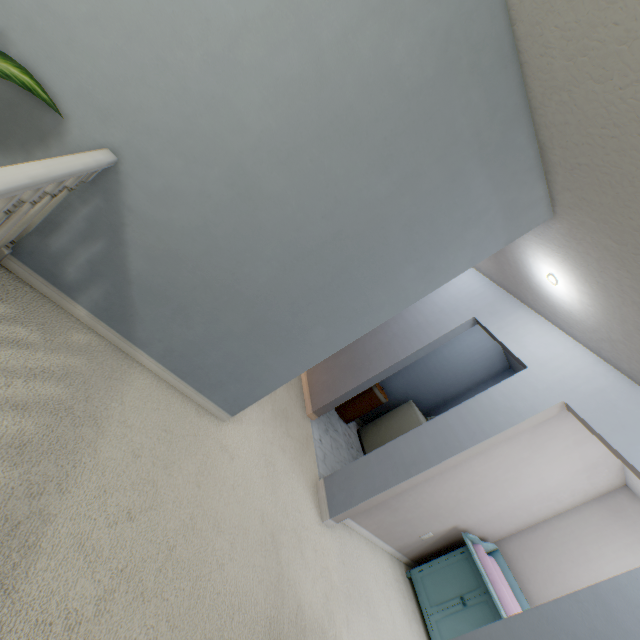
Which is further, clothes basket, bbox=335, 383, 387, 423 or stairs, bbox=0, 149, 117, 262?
clothes basket, bbox=335, 383, 387, 423

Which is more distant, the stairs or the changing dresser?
the changing dresser

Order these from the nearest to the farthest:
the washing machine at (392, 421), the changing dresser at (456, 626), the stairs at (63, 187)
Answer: the stairs at (63, 187)
the changing dresser at (456, 626)
the washing machine at (392, 421)

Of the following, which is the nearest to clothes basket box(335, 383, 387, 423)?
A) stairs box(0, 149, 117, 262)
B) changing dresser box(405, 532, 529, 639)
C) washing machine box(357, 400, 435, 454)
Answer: washing machine box(357, 400, 435, 454)

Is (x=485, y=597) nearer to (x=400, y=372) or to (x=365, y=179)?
(x=400, y=372)

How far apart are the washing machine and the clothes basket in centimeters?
33cm

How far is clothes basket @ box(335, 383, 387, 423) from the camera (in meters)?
4.54

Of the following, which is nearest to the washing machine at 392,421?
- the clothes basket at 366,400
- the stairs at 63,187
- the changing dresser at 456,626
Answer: the clothes basket at 366,400
